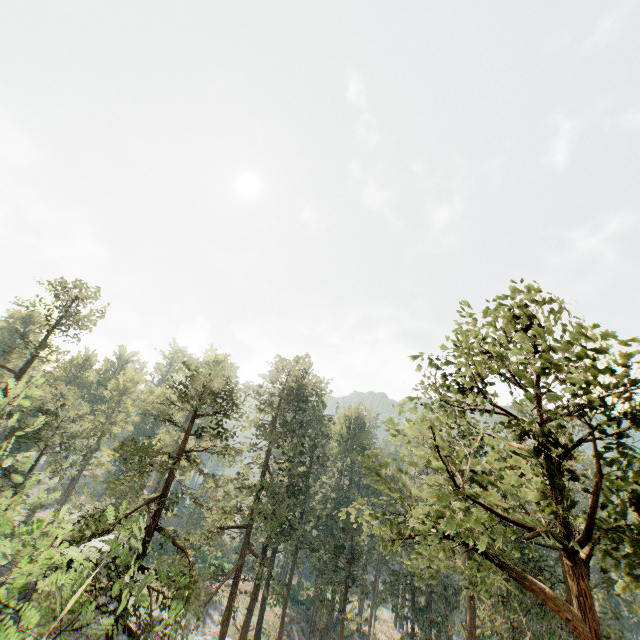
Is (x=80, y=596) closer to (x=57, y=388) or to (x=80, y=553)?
(x=80, y=553)
